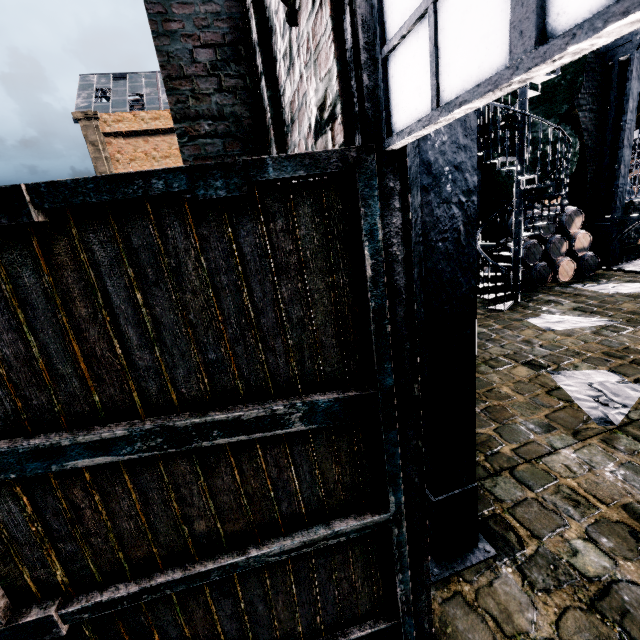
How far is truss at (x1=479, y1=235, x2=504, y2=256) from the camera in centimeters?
911cm

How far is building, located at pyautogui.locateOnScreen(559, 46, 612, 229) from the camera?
10.62m

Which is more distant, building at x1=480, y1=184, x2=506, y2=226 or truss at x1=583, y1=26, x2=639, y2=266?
building at x1=480, y1=184, x2=506, y2=226

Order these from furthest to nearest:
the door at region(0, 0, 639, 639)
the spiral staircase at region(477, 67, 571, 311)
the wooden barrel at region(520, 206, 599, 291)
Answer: the wooden barrel at region(520, 206, 599, 291) → the spiral staircase at region(477, 67, 571, 311) → the door at region(0, 0, 639, 639)

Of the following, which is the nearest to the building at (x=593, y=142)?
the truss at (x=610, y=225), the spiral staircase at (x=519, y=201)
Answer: the truss at (x=610, y=225)

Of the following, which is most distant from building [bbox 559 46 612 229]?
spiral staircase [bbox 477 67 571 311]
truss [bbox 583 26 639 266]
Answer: spiral staircase [bbox 477 67 571 311]

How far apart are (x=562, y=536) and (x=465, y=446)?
1.4m

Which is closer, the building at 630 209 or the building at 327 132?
the building at 327 132
